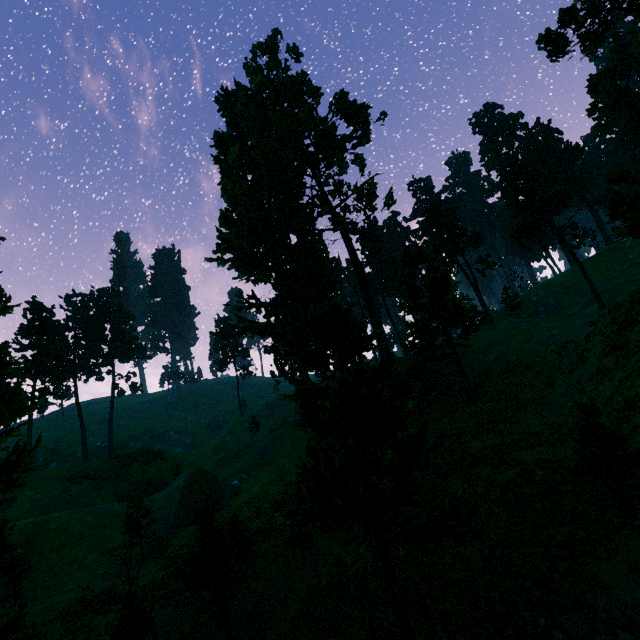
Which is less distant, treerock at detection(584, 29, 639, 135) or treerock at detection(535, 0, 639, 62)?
treerock at detection(584, 29, 639, 135)

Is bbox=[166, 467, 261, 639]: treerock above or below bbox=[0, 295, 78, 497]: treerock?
below

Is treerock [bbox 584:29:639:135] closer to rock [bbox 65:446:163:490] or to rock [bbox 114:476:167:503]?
rock [bbox 65:446:163:490]

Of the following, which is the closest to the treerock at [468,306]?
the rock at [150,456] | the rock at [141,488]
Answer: the rock at [150,456]

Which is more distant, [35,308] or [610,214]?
[35,308]

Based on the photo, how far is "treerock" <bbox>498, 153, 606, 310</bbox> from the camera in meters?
38.5

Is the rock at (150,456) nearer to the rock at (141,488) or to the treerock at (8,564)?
the rock at (141,488)
